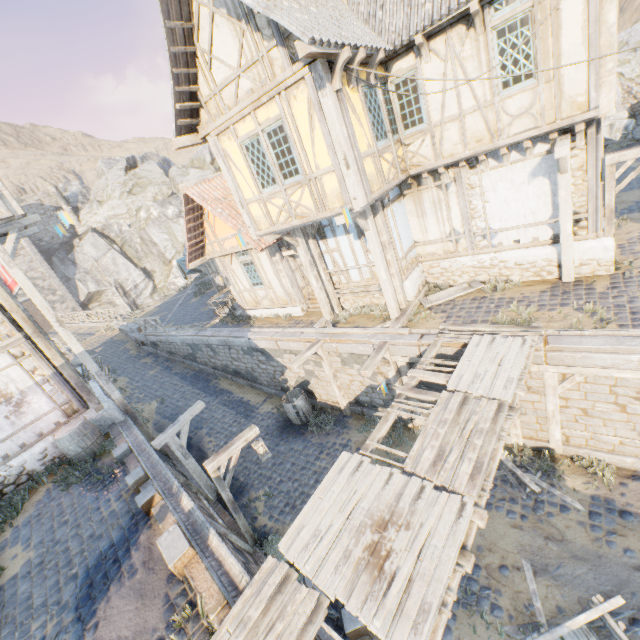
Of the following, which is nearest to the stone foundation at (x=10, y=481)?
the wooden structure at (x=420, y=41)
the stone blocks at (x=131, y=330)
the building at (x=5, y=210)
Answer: the building at (x=5, y=210)

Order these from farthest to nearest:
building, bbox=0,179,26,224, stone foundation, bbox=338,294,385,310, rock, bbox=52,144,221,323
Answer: rock, bbox=52,144,221,323
stone foundation, bbox=338,294,385,310
building, bbox=0,179,26,224

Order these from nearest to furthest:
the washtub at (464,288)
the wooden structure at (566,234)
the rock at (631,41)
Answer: the wooden structure at (566,234) < the washtub at (464,288) < the rock at (631,41)

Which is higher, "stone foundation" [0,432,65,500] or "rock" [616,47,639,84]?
"rock" [616,47,639,84]

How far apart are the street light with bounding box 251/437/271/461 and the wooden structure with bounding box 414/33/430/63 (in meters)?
10.57

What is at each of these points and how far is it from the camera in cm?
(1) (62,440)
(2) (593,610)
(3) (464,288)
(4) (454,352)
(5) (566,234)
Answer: (1) barrel, 939
(2) wagon, 443
(3) washtub, 1056
(4) stone blocks, 829
(5) wooden structure, 842

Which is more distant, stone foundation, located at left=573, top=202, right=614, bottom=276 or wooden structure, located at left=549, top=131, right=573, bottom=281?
stone foundation, located at left=573, top=202, right=614, bottom=276

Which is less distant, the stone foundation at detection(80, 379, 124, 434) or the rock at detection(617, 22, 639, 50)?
the stone foundation at detection(80, 379, 124, 434)
